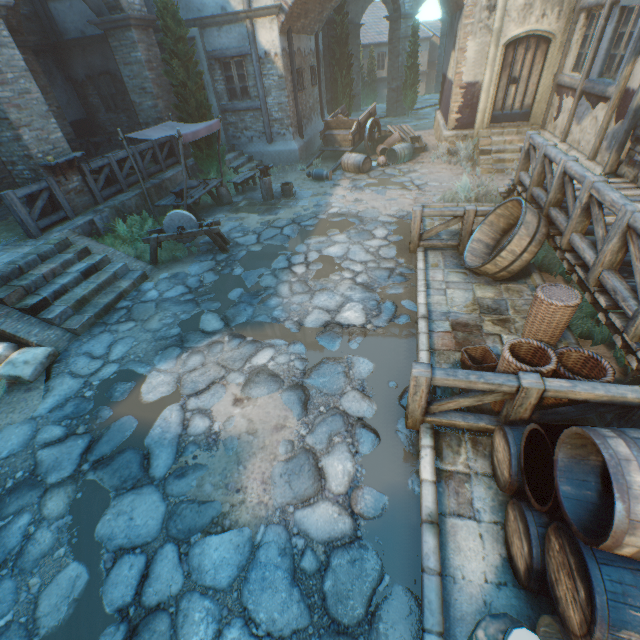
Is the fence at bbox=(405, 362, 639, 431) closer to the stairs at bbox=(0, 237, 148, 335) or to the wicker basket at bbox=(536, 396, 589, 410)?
the wicker basket at bbox=(536, 396, 589, 410)

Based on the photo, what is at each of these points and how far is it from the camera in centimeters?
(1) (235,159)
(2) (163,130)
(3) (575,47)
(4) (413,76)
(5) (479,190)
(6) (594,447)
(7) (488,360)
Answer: (1) stairs, 1309cm
(2) table shade, 893cm
(3) building, 911cm
(4) tree, 1922cm
(5) plants, 899cm
(6) barrel, 210cm
(7) wicker basket, 424cm

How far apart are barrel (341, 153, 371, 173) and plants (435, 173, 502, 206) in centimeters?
381cm

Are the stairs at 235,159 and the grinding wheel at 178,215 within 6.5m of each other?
yes

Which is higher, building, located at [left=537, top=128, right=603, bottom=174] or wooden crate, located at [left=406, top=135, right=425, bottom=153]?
building, located at [left=537, top=128, right=603, bottom=174]

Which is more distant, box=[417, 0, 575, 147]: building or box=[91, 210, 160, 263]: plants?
box=[417, 0, 575, 147]: building

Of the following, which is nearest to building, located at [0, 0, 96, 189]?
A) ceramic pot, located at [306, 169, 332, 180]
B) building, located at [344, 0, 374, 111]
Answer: ceramic pot, located at [306, 169, 332, 180]

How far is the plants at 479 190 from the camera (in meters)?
8.36
